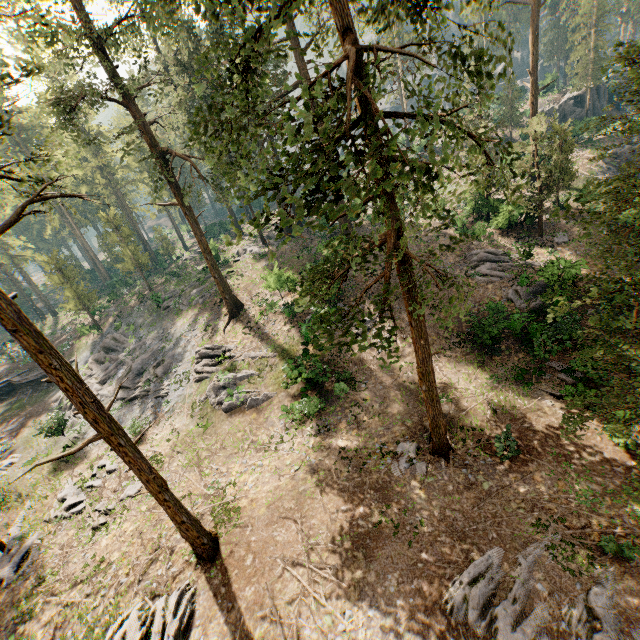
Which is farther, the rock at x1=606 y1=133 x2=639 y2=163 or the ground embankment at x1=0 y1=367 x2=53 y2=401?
the ground embankment at x1=0 y1=367 x2=53 y2=401

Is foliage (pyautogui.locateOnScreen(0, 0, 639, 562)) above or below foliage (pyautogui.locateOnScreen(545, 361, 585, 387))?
above

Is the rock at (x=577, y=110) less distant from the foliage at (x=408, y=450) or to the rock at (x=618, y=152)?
the foliage at (x=408, y=450)

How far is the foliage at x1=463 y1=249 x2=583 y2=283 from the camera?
21.9 meters

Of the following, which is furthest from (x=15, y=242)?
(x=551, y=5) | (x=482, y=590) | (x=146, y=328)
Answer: (x=551, y=5)

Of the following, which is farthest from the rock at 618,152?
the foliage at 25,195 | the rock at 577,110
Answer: the rock at 577,110

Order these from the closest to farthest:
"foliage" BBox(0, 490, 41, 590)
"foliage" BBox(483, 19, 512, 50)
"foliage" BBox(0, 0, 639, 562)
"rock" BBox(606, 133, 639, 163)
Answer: "foliage" BBox(0, 0, 639, 562) < "foliage" BBox(483, 19, 512, 50) < "foliage" BBox(0, 490, 41, 590) < "rock" BBox(606, 133, 639, 163)

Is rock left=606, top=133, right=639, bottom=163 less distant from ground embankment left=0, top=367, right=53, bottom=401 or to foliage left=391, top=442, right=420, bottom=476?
foliage left=391, top=442, right=420, bottom=476
